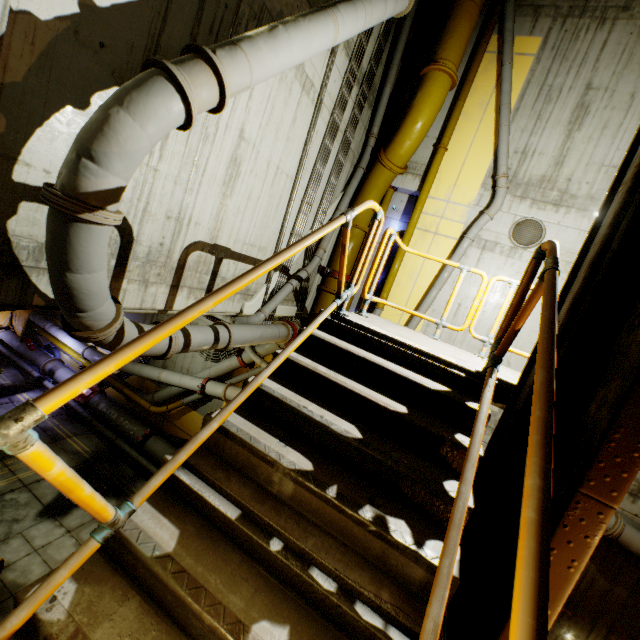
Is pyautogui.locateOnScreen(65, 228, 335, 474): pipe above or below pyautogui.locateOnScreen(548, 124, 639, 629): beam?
below

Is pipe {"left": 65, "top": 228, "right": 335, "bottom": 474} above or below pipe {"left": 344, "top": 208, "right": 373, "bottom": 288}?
below

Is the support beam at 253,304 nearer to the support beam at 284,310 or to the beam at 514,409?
the support beam at 284,310

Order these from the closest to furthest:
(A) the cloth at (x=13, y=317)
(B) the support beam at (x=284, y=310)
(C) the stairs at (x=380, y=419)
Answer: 1. (C) the stairs at (x=380, y=419)
2. (B) the support beam at (x=284, y=310)
3. (A) the cloth at (x=13, y=317)

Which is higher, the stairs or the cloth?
the stairs

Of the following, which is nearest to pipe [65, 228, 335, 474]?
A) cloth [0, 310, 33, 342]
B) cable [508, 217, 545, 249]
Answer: cloth [0, 310, 33, 342]

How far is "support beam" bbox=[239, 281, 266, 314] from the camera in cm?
751

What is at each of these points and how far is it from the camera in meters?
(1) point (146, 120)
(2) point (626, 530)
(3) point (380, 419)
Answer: (1) pipe, 3.0 m
(2) pipe, 6.7 m
(3) stairs, 2.8 m
